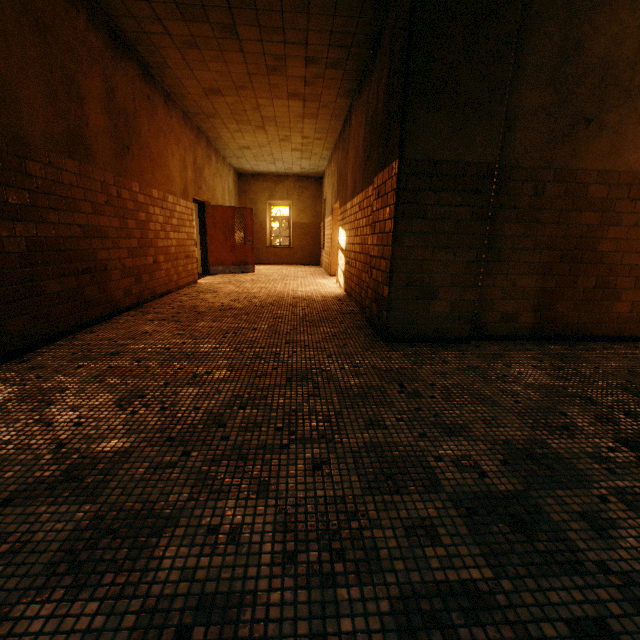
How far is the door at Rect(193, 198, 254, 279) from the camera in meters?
9.8 m

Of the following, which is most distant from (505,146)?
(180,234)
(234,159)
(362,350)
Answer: (234,159)

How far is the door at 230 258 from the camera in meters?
9.8 m
